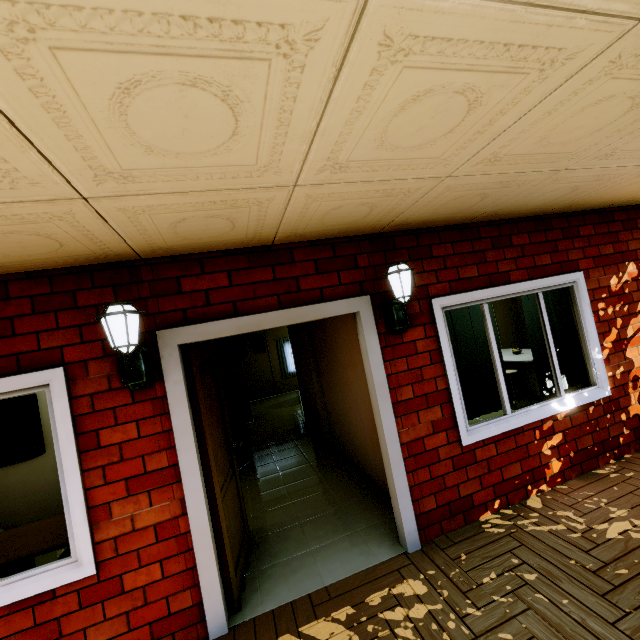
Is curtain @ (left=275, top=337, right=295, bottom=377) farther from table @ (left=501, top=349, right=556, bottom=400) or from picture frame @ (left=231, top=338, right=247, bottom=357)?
table @ (left=501, top=349, right=556, bottom=400)

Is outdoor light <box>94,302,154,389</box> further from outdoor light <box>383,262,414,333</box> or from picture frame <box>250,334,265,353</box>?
picture frame <box>250,334,265,353</box>

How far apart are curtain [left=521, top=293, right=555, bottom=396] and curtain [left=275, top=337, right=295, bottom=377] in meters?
9.6 m

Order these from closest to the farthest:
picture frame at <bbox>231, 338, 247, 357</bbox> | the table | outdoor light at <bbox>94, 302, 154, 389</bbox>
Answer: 1. outdoor light at <bbox>94, 302, 154, 389</bbox>
2. the table
3. picture frame at <bbox>231, 338, 247, 357</bbox>

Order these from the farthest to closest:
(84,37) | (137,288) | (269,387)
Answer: (269,387)
(137,288)
(84,37)

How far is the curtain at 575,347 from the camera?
3.6 meters

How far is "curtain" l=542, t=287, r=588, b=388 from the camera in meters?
3.6

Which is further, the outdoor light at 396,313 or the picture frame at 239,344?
the picture frame at 239,344
